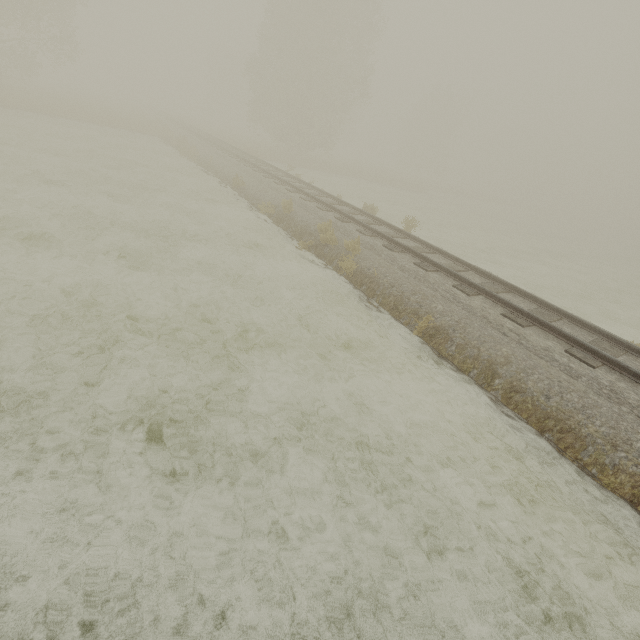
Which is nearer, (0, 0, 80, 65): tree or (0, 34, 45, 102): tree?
(0, 0, 80, 65): tree

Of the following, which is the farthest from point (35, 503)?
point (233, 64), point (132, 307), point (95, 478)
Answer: point (233, 64)

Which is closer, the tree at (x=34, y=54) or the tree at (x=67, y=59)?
the tree at (x=67, y=59)
